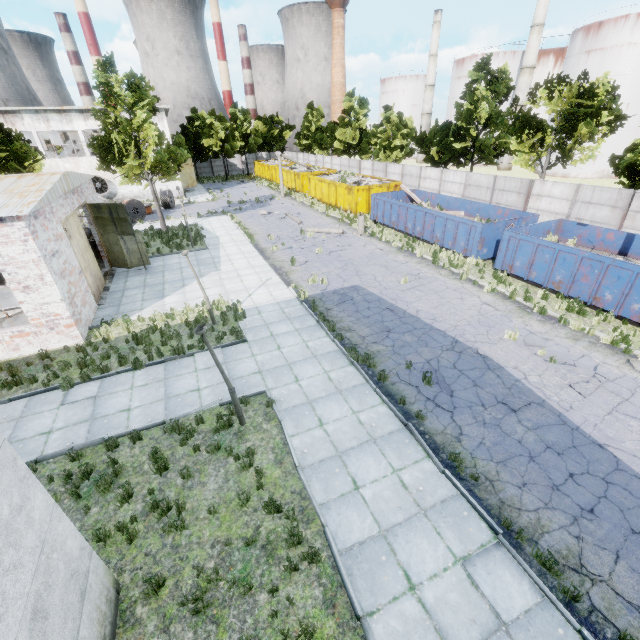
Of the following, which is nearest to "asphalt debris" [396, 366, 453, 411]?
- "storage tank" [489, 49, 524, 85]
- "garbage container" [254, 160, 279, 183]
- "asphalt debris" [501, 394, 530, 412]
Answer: "asphalt debris" [501, 394, 530, 412]

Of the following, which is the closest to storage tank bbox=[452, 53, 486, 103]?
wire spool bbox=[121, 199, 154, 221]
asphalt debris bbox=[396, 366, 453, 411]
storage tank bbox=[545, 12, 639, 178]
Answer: storage tank bbox=[545, 12, 639, 178]

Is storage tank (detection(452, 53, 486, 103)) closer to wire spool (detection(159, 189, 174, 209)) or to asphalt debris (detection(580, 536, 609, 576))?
wire spool (detection(159, 189, 174, 209))

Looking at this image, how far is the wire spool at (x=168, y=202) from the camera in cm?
3453

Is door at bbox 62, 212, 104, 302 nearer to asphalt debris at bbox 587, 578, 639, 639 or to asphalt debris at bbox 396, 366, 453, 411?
asphalt debris at bbox 396, 366, 453, 411

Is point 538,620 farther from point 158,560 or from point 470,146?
point 470,146

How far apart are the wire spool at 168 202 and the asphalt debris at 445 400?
33.9m

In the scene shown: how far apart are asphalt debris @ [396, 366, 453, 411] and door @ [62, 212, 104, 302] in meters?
14.5 m
